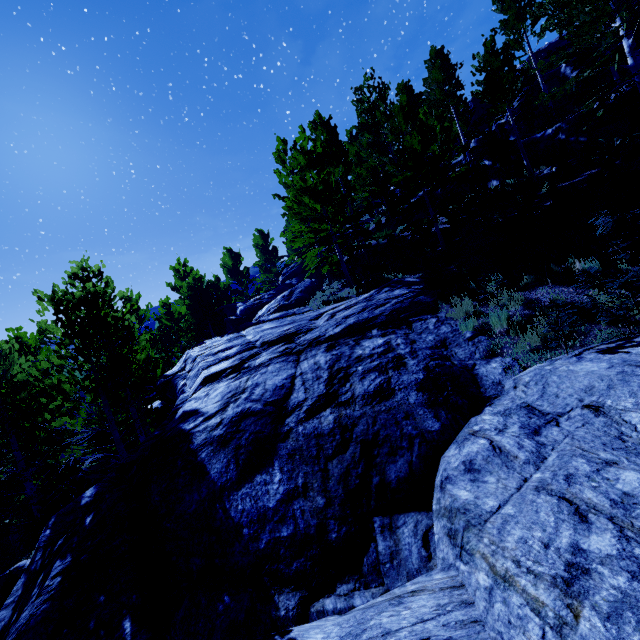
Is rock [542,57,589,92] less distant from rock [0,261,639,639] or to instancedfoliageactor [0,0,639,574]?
instancedfoliageactor [0,0,639,574]

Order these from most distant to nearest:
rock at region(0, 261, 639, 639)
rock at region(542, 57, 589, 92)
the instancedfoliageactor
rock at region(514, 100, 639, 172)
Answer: rock at region(542, 57, 589, 92), rock at region(514, 100, 639, 172), the instancedfoliageactor, rock at region(0, 261, 639, 639)

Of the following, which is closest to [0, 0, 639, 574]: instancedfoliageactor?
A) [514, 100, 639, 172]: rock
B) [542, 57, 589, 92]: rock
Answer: [542, 57, 589, 92]: rock

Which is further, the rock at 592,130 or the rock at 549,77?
the rock at 549,77

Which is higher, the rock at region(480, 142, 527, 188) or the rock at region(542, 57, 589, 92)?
the rock at region(542, 57, 589, 92)

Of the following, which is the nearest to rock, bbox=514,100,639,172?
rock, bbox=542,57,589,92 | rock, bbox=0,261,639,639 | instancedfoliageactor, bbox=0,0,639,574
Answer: instancedfoliageactor, bbox=0,0,639,574

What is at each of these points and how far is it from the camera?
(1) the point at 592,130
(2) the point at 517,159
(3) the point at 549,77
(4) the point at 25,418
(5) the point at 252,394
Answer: (1) rock, 14.1m
(2) rock, 16.8m
(3) rock, 21.5m
(4) instancedfoliageactor, 12.9m
(5) rock, 7.1m

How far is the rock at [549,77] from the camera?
20.05m
